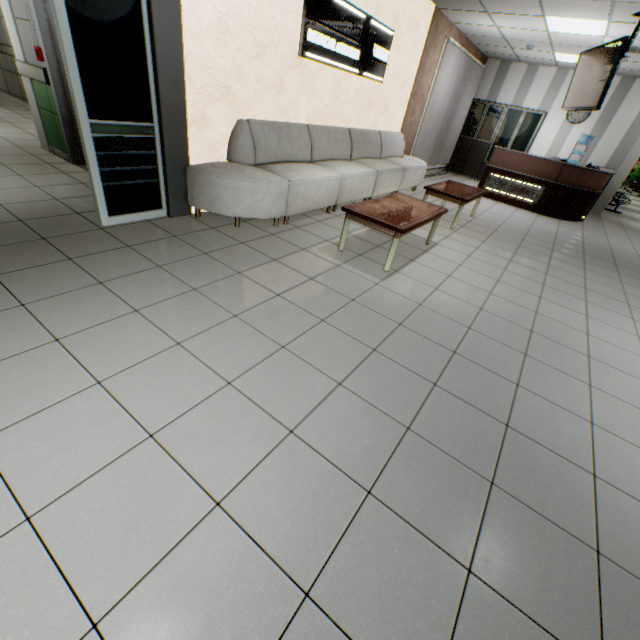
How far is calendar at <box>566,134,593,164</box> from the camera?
9.47m

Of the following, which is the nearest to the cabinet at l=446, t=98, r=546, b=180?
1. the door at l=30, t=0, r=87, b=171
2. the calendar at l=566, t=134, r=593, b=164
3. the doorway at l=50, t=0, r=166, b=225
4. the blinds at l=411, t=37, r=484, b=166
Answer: the blinds at l=411, t=37, r=484, b=166

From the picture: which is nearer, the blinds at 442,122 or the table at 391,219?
the table at 391,219

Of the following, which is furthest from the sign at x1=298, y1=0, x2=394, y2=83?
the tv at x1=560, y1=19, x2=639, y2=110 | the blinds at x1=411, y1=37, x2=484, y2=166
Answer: the tv at x1=560, y1=19, x2=639, y2=110

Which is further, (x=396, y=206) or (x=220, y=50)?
(x=396, y=206)

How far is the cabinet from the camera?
9.71m

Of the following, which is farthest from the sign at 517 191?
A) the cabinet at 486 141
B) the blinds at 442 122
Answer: the cabinet at 486 141

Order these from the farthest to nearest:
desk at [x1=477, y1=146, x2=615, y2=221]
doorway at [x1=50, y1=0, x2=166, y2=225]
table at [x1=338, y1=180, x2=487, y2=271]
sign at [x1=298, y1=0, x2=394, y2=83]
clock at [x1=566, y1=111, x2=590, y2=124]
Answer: clock at [x1=566, y1=111, x2=590, y2=124] → desk at [x1=477, y1=146, x2=615, y2=221] → sign at [x1=298, y1=0, x2=394, y2=83] → table at [x1=338, y1=180, x2=487, y2=271] → doorway at [x1=50, y1=0, x2=166, y2=225]
